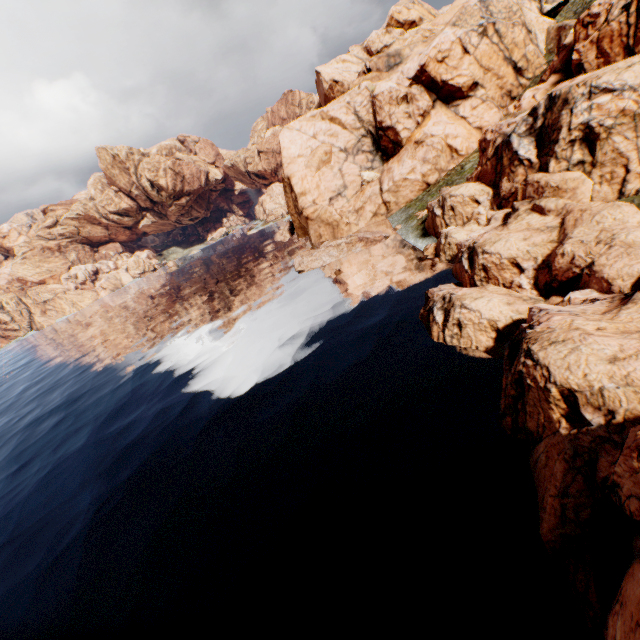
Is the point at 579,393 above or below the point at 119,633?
above
